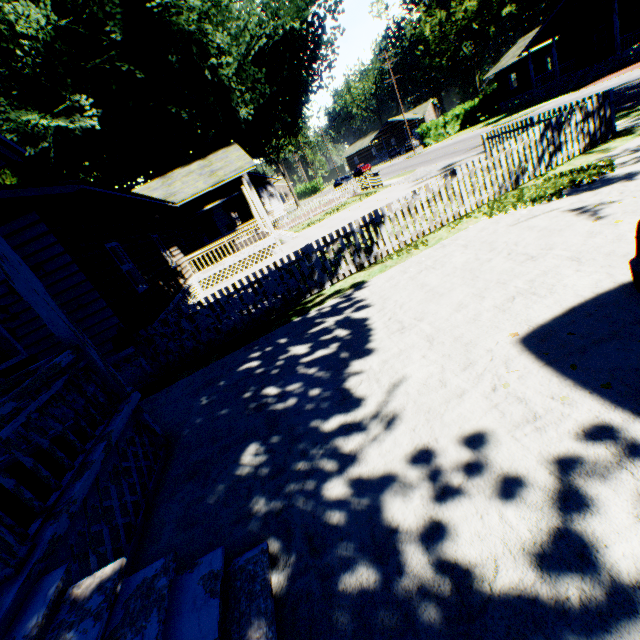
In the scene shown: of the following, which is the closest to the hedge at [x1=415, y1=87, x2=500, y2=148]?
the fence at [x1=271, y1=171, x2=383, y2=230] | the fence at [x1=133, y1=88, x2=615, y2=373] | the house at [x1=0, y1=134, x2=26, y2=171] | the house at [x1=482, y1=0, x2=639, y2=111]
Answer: the house at [x1=482, y1=0, x2=639, y2=111]

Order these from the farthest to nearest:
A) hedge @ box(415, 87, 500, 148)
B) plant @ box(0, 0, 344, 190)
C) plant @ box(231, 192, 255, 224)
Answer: hedge @ box(415, 87, 500, 148), plant @ box(231, 192, 255, 224), plant @ box(0, 0, 344, 190)

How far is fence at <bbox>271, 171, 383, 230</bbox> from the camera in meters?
25.5 m

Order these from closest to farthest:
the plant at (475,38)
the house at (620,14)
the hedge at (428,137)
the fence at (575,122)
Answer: the fence at (575,122)
the house at (620,14)
the hedge at (428,137)
the plant at (475,38)

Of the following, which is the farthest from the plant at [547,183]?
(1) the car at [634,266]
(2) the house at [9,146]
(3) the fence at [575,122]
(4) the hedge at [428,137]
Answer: (4) the hedge at [428,137]

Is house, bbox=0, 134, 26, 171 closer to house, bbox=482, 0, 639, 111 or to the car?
the car

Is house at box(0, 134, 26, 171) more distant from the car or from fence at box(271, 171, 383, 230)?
the car

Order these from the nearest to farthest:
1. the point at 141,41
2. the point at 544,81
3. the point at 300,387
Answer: the point at 300,387, the point at 141,41, the point at 544,81
